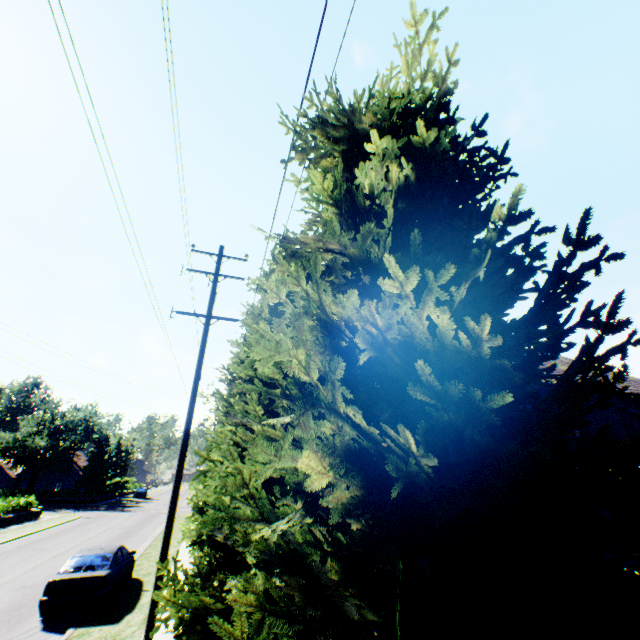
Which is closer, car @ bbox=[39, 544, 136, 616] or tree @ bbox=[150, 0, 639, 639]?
tree @ bbox=[150, 0, 639, 639]

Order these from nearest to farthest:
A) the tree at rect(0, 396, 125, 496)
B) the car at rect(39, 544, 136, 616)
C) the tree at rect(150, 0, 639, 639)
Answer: the tree at rect(150, 0, 639, 639)
the car at rect(39, 544, 136, 616)
the tree at rect(0, 396, 125, 496)

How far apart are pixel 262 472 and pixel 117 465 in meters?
70.3

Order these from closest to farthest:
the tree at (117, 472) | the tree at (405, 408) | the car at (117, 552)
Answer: Result: the tree at (405, 408) → the car at (117, 552) → the tree at (117, 472)

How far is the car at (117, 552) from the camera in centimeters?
989cm

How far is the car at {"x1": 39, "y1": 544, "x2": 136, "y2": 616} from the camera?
9.89m

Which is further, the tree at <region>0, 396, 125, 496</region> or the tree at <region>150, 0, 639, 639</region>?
the tree at <region>0, 396, 125, 496</region>
